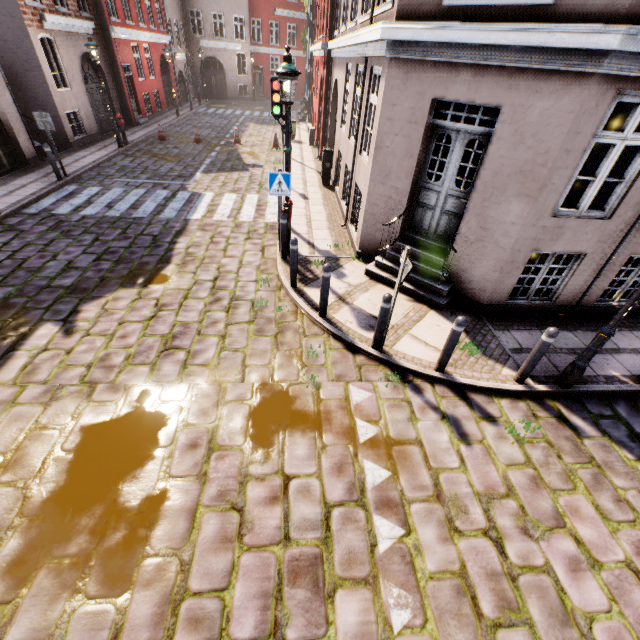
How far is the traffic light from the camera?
7.2m

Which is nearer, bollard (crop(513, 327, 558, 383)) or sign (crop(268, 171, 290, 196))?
bollard (crop(513, 327, 558, 383))

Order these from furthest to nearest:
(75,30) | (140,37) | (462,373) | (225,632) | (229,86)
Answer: (229,86)
(140,37)
(75,30)
(462,373)
(225,632)

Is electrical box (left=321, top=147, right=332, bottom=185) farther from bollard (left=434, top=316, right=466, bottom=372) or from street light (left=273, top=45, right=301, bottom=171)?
bollard (left=434, top=316, right=466, bottom=372)

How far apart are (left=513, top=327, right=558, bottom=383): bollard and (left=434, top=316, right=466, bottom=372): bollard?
1.2 meters

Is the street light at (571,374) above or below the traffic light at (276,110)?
below

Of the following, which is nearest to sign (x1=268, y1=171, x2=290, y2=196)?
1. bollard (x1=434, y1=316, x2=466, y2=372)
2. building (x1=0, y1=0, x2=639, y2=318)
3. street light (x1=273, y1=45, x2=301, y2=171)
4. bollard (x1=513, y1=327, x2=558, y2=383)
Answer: street light (x1=273, y1=45, x2=301, y2=171)

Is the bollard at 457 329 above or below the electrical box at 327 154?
below
